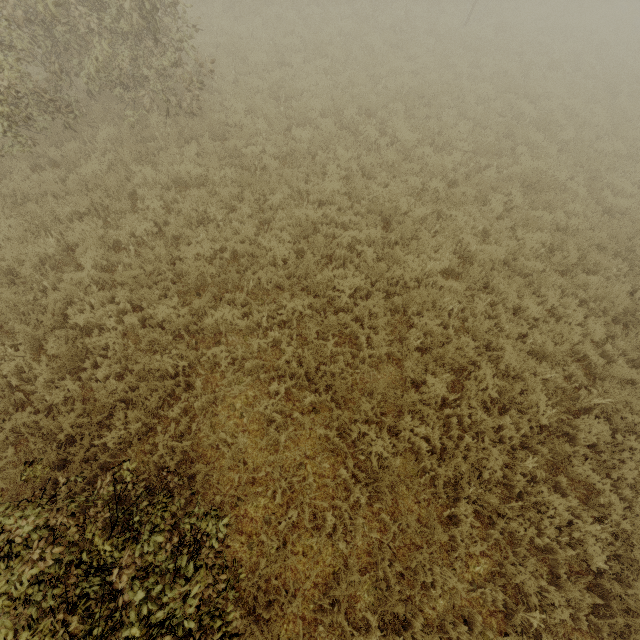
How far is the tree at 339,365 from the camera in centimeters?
560cm

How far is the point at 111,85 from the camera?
7.90m

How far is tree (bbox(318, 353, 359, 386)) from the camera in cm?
560

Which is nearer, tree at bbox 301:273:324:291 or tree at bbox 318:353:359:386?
tree at bbox 318:353:359:386

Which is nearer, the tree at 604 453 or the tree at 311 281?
the tree at 604 453

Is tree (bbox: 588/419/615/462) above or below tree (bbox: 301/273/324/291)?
below
